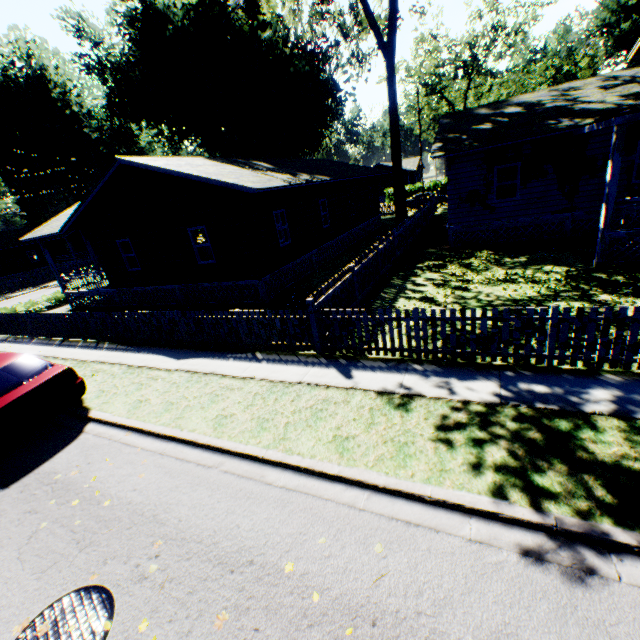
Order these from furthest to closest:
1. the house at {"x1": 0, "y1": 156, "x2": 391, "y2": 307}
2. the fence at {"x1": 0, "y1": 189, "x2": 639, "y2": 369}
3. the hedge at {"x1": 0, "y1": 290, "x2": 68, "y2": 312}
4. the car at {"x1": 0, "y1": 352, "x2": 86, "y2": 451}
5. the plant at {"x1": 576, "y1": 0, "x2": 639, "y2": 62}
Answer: the plant at {"x1": 576, "y1": 0, "x2": 639, "y2": 62} < the hedge at {"x1": 0, "y1": 290, "x2": 68, "y2": 312} < the house at {"x1": 0, "y1": 156, "x2": 391, "y2": 307} < the car at {"x1": 0, "y1": 352, "x2": 86, "y2": 451} < the fence at {"x1": 0, "y1": 189, "x2": 639, "y2": 369}

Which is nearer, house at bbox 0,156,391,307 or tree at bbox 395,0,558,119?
house at bbox 0,156,391,307

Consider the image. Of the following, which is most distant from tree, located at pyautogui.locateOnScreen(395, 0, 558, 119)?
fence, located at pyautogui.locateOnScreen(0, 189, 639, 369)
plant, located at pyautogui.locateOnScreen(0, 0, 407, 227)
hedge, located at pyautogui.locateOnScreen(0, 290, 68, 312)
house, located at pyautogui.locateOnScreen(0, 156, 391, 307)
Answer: hedge, located at pyautogui.locateOnScreen(0, 290, 68, 312)

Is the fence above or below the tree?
below

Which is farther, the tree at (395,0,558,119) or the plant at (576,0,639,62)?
the plant at (576,0,639,62)

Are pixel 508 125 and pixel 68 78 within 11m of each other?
no

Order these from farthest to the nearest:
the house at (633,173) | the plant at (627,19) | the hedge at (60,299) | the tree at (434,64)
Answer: the plant at (627,19) < the tree at (434,64) < the hedge at (60,299) < the house at (633,173)

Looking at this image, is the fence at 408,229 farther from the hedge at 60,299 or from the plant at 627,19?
the plant at 627,19
